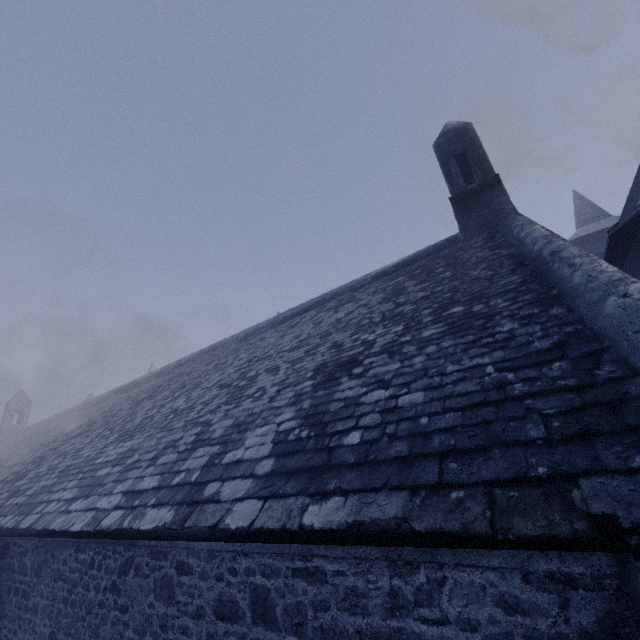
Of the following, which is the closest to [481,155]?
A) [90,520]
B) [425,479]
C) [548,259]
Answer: [548,259]
